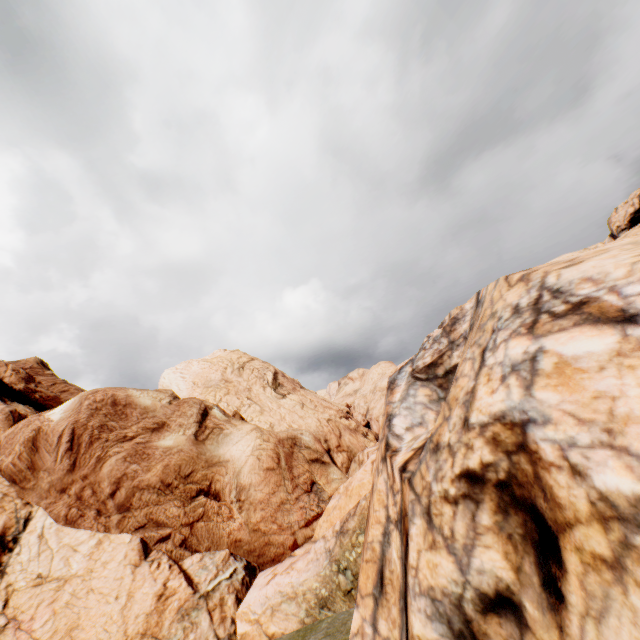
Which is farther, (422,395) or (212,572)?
(212,572)
